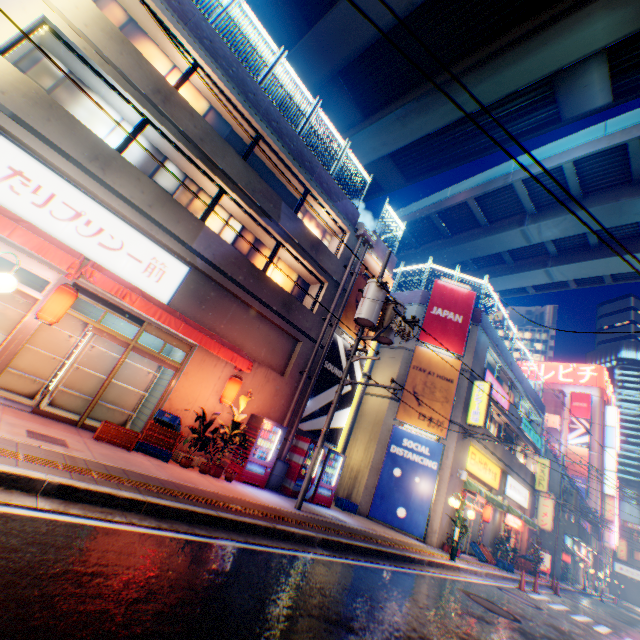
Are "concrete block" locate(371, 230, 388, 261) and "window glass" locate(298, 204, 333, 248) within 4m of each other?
yes

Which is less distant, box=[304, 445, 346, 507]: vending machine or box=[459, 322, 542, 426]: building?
box=[304, 445, 346, 507]: vending machine

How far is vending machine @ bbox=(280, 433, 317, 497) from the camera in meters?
11.5 m

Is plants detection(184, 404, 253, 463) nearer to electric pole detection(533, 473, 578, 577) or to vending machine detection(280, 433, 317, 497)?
vending machine detection(280, 433, 317, 497)

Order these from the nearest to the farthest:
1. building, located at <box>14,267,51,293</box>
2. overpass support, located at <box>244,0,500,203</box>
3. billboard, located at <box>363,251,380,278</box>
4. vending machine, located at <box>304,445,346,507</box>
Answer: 1. building, located at <box>14,267,51,293</box>
2. vending machine, located at <box>304,445,346,507</box>
3. billboard, located at <box>363,251,380,278</box>
4. overpass support, located at <box>244,0,500,203</box>

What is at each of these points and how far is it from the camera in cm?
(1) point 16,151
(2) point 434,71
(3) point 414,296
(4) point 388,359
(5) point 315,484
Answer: (1) sign, 759
(2) overpass support, 2088
(3) concrete block, 1992
(4) building, 1858
(5) vending machine, 1216

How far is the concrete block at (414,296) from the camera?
19.5m

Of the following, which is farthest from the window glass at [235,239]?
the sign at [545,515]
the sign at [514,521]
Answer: the sign at [545,515]
